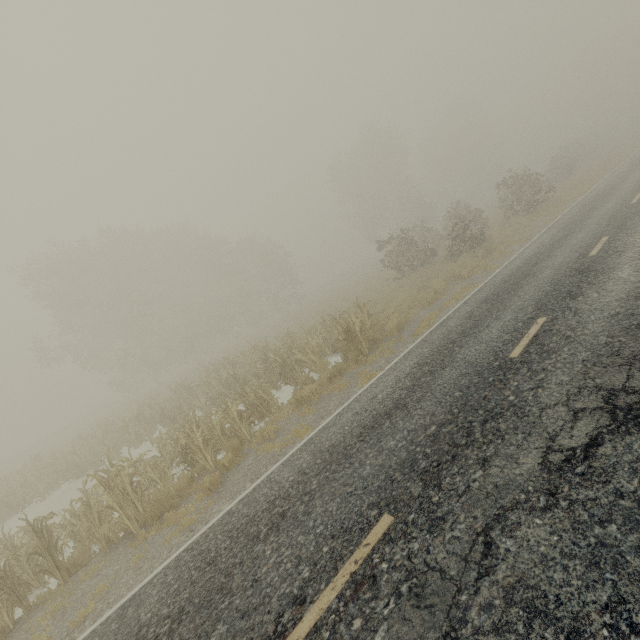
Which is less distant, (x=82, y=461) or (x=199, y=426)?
(x=199, y=426)
